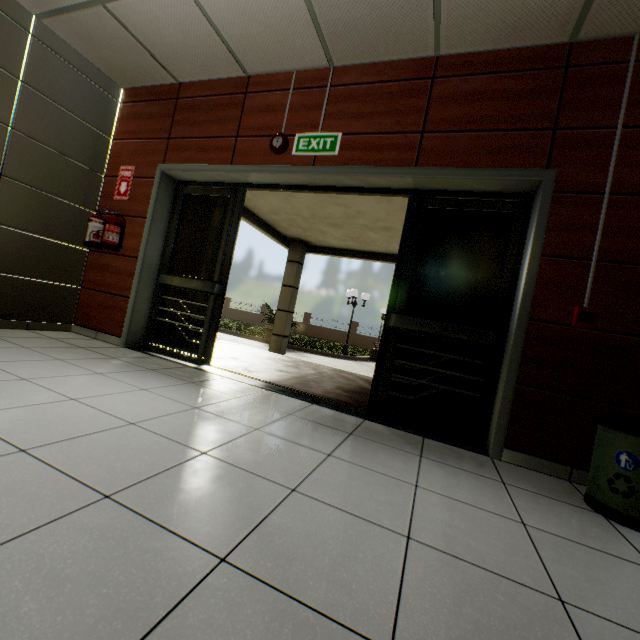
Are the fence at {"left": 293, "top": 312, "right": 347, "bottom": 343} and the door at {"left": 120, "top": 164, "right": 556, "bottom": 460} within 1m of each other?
no

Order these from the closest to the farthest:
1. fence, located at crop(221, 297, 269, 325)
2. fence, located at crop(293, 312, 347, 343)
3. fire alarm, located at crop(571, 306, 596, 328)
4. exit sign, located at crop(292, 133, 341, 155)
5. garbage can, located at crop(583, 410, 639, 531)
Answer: garbage can, located at crop(583, 410, 639, 531) → fire alarm, located at crop(571, 306, 596, 328) → exit sign, located at crop(292, 133, 341, 155) → fence, located at crop(293, 312, 347, 343) → fence, located at crop(221, 297, 269, 325)

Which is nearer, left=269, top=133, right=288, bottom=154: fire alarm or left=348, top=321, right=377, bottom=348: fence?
left=269, top=133, right=288, bottom=154: fire alarm

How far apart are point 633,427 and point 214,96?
4.8 meters

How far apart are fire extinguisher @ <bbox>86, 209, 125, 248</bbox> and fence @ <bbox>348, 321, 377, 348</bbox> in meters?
24.0

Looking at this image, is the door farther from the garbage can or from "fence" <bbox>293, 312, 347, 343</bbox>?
"fence" <bbox>293, 312, 347, 343</bbox>

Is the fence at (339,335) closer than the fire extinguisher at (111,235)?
No

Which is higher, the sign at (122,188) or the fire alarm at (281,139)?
the fire alarm at (281,139)
